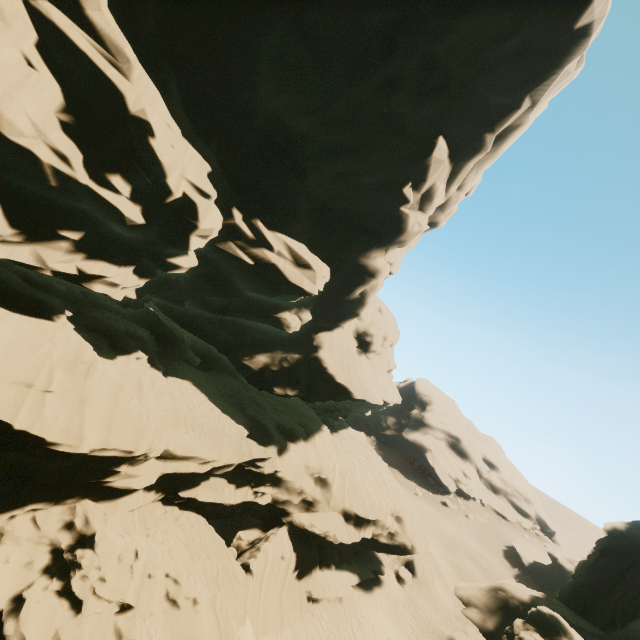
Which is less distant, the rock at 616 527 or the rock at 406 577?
A: the rock at 616 527

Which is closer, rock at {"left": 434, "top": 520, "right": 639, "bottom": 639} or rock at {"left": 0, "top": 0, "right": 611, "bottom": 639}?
rock at {"left": 0, "top": 0, "right": 611, "bottom": 639}

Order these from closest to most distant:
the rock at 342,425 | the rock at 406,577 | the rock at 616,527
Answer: the rock at 342,425 → the rock at 616,527 → the rock at 406,577

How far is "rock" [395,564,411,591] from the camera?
29.85m

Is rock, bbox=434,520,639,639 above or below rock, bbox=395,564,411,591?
above

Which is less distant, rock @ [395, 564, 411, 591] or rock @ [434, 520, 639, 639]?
rock @ [434, 520, 639, 639]

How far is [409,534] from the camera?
27.4 meters
